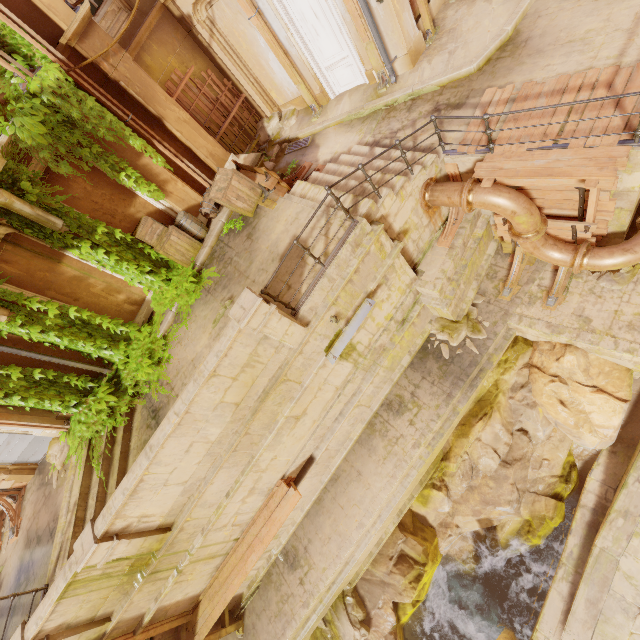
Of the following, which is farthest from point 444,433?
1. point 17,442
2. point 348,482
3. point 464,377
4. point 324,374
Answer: point 17,442

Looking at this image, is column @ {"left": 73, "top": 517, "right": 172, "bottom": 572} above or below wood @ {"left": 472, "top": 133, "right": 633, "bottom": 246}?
above

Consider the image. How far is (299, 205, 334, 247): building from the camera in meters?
7.1 m

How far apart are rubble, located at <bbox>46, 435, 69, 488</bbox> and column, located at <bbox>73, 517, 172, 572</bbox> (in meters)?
3.33

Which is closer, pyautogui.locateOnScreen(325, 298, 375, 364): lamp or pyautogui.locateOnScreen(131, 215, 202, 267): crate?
pyautogui.locateOnScreen(325, 298, 375, 364): lamp

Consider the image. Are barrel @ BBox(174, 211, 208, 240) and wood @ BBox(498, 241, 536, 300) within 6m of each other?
no

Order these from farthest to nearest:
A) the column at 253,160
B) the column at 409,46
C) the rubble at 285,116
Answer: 1. the rubble at 285,116
2. the column at 253,160
3. the column at 409,46

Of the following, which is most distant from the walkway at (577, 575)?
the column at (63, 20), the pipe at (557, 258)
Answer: the column at (63, 20)
